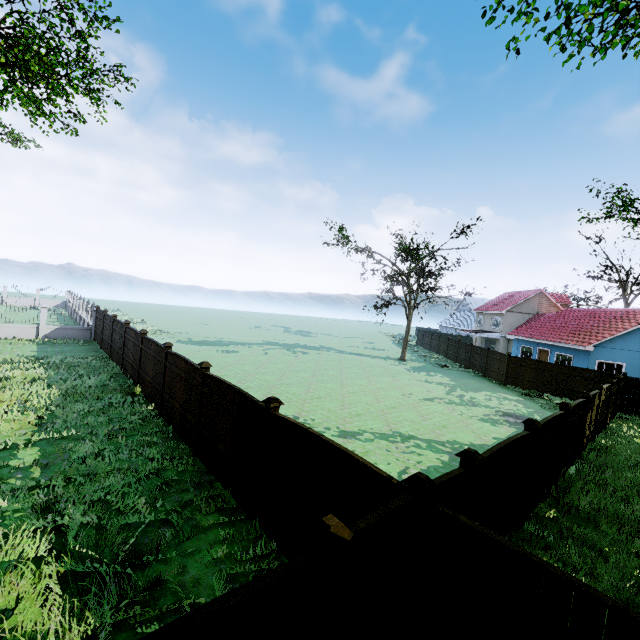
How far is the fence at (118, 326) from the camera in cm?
1652

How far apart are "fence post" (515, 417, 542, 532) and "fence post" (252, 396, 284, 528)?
5.1 meters

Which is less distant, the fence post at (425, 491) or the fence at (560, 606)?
the fence at (560, 606)

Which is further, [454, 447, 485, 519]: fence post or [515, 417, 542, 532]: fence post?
[515, 417, 542, 532]: fence post

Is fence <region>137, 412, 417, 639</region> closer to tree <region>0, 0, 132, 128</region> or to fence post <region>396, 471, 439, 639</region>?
fence post <region>396, 471, 439, 639</region>

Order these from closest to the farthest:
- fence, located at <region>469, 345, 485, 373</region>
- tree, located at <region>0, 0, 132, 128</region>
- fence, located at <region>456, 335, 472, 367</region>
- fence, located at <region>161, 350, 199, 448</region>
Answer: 1. fence, located at <region>161, 350, 199, 448</region>
2. tree, located at <region>0, 0, 132, 128</region>
3. fence, located at <region>469, 345, 485, 373</region>
4. fence, located at <region>456, 335, 472, 367</region>

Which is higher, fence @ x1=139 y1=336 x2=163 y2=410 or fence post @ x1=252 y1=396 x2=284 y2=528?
fence post @ x1=252 y1=396 x2=284 y2=528

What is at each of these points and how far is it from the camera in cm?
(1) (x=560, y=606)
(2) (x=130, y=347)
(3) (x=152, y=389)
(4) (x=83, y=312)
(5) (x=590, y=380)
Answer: (1) fence, 277
(2) fence, 1500
(3) fence, 1202
(4) fence, 2798
(5) fence, 2062
